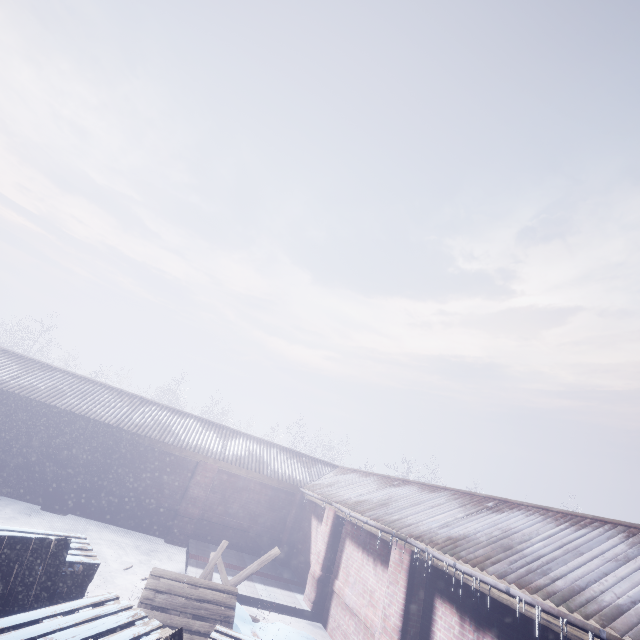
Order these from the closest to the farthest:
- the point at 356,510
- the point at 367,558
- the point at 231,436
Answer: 1. the point at 367,558
2. the point at 356,510
3. the point at 231,436
